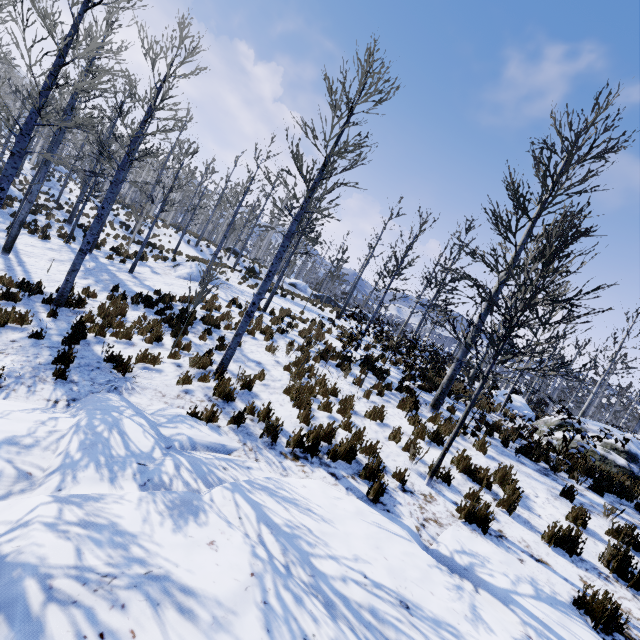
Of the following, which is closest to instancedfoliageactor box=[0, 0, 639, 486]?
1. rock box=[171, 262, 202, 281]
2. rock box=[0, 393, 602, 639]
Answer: rock box=[0, 393, 602, 639]

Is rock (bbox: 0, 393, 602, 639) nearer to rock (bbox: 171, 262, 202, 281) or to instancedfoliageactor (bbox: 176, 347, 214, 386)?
instancedfoliageactor (bbox: 176, 347, 214, 386)

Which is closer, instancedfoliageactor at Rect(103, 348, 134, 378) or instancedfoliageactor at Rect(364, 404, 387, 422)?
instancedfoliageactor at Rect(103, 348, 134, 378)

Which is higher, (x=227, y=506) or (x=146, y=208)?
(x=146, y=208)

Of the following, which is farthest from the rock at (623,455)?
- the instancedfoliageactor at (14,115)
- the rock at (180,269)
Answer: the rock at (180,269)

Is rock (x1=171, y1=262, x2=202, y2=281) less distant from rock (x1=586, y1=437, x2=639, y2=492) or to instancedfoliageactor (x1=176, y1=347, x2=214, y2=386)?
instancedfoliageactor (x1=176, y1=347, x2=214, y2=386)

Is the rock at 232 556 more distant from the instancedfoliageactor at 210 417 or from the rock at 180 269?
the rock at 180 269

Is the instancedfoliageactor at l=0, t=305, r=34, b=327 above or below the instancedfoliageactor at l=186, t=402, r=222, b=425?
below
